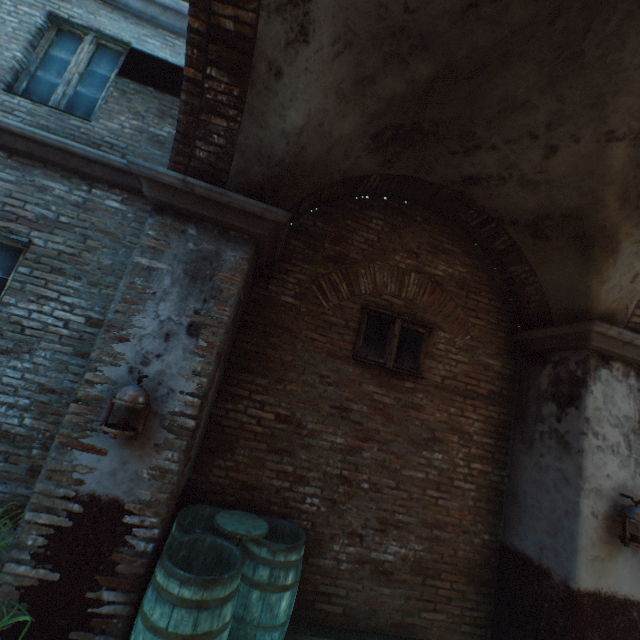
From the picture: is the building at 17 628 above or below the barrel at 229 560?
below

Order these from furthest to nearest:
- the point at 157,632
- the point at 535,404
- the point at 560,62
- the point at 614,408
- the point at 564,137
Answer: the point at 535,404, the point at 614,408, the point at 564,137, the point at 560,62, the point at 157,632

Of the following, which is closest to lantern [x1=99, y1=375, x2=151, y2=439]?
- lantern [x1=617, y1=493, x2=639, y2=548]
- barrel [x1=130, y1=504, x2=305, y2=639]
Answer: barrel [x1=130, y1=504, x2=305, y2=639]

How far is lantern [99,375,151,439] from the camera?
2.4 meters

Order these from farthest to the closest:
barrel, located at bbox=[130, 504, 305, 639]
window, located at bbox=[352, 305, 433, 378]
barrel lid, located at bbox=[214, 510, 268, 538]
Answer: window, located at bbox=[352, 305, 433, 378], barrel lid, located at bbox=[214, 510, 268, 538], barrel, located at bbox=[130, 504, 305, 639]

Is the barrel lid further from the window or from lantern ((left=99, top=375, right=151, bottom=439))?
the window

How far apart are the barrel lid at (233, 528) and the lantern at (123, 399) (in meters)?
1.26

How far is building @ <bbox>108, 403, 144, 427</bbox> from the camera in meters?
2.6 m
